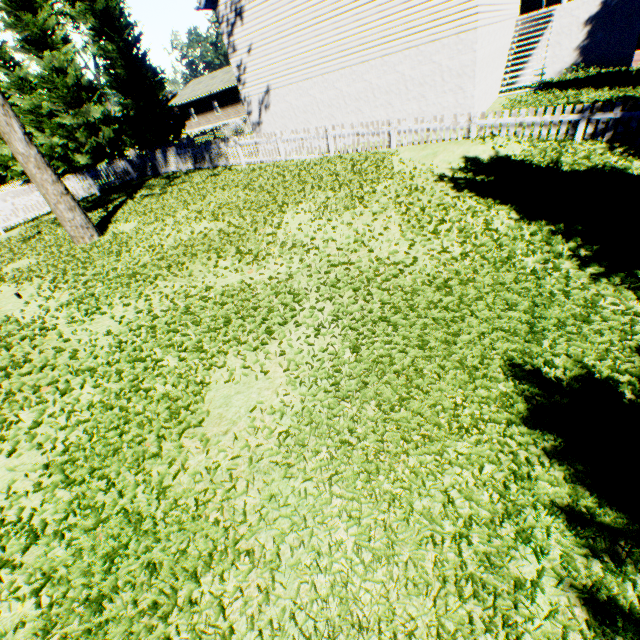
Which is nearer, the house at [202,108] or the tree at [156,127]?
the tree at [156,127]

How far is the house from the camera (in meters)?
40.78

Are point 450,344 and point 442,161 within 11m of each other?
yes

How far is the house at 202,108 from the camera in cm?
4078

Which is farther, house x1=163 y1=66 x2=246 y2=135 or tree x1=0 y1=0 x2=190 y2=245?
house x1=163 y1=66 x2=246 y2=135
